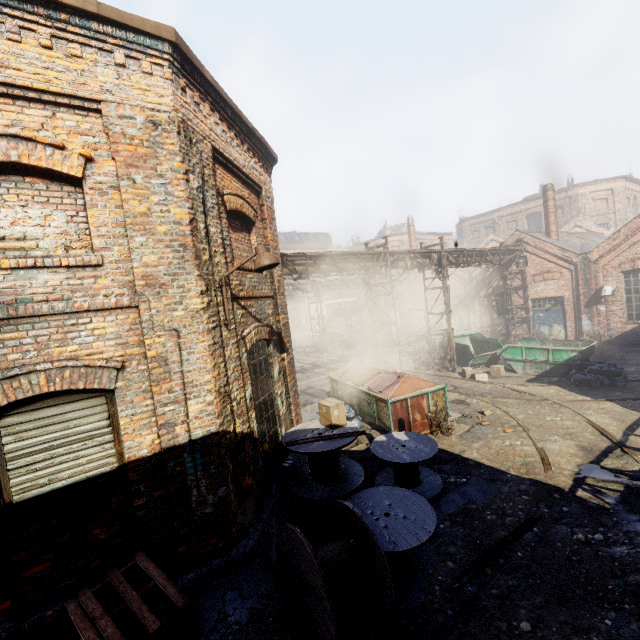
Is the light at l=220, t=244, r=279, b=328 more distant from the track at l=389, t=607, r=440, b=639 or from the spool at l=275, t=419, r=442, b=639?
the track at l=389, t=607, r=440, b=639

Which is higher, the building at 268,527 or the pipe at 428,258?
the pipe at 428,258

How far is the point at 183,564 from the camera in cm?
453

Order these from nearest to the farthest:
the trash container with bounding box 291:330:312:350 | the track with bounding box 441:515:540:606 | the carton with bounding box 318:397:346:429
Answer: the track with bounding box 441:515:540:606, the carton with bounding box 318:397:346:429, the trash container with bounding box 291:330:312:350

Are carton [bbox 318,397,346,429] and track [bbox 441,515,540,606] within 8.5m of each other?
yes

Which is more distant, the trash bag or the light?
the trash bag

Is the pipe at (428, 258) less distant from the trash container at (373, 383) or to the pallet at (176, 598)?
the trash container at (373, 383)

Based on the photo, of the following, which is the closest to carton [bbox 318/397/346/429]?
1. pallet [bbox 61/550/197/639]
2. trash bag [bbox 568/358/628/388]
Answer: pallet [bbox 61/550/197/639]
